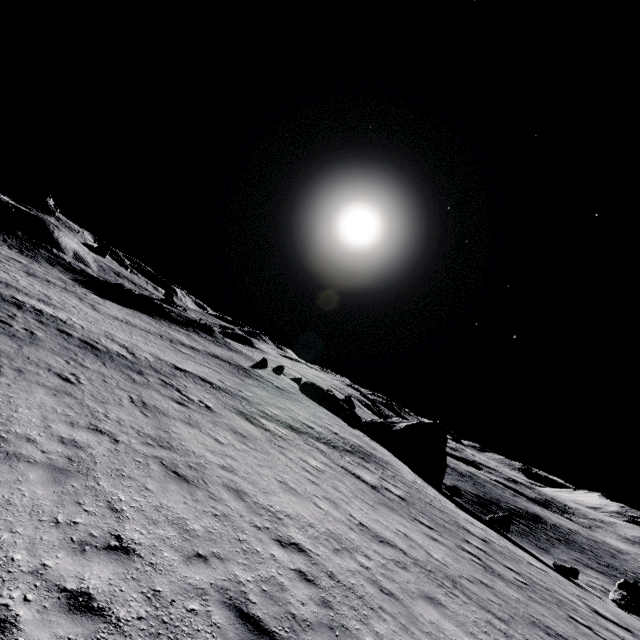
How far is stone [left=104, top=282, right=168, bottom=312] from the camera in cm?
4447

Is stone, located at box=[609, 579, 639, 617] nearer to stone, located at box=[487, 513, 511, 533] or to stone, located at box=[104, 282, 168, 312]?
stone, located at box=[487, 513, 511, 533]

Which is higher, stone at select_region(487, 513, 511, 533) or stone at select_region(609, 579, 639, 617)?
stone at select_region(609, 579, 639, 617)

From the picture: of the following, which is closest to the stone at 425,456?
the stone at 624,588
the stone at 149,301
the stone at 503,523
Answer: the stone at 503,523

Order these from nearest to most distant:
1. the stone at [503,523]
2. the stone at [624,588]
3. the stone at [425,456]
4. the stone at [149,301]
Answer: the stone at [624,588] → the stone at [503,523] → the stone at [425,456] → the stone at [149,301]

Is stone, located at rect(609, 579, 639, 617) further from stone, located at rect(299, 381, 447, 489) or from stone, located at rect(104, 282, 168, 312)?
stone, located at rect(104, 282, 168, 312)

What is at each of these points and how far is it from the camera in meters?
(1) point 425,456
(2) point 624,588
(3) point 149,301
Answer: (1) stone, 34.7
(2) stone, 20.7
(3) stone, 45.9

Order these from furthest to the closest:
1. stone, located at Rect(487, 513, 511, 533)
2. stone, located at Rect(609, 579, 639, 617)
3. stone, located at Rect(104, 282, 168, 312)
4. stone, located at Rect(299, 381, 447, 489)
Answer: stone, located at Rect(104, 282, 168, 312) < stone, located at Rect(299, 381, 447, 489) < stone, located at Rect(487, 513, 511, 533) < stone, located at Rect(609, 579, 639, 617)
